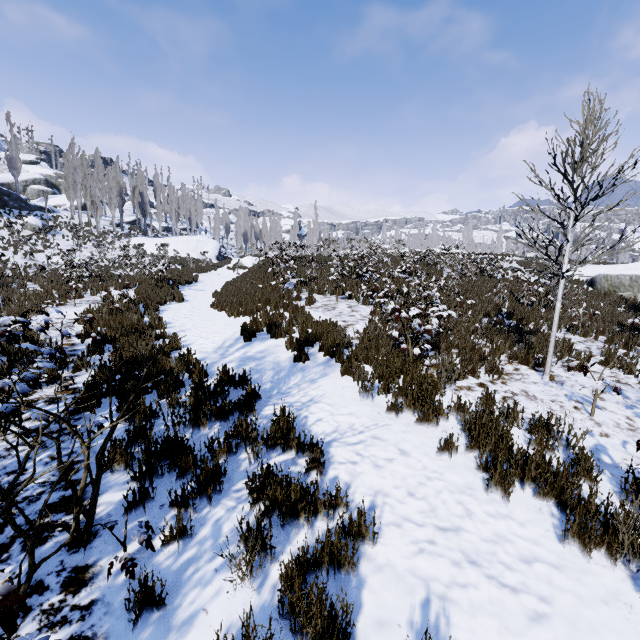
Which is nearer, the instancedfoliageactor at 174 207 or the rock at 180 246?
the rock at 180 246

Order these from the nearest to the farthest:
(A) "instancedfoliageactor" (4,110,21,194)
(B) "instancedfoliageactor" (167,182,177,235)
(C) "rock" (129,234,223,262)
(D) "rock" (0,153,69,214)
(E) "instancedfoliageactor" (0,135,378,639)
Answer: (E) "instancedfoliageactor" (0,135,378,639)
(D) "rock" (0,153,69,214)
(C) "rock" (129,234,223,262)
(A) "instancedfoliageactor" (4,110,21,194)
(B) "instancedfoliageactor" (167,182,177,235)

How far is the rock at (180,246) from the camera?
36.1m

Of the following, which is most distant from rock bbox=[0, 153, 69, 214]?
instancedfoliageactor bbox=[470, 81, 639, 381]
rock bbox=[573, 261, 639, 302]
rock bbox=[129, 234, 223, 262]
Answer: rock bbox=[573, 261, 639, 302]

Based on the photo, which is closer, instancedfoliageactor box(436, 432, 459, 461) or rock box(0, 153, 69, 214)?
instancedfoliageactor box(436, 432, 459, 461)

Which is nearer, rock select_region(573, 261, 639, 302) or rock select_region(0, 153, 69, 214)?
rock select_region(573, 261, 639, 302)

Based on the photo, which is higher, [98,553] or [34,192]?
[34,192]

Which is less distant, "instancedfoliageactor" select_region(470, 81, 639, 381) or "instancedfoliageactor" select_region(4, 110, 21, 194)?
"instancedfoliageactor" select_region(470, 81, 639, 381)
